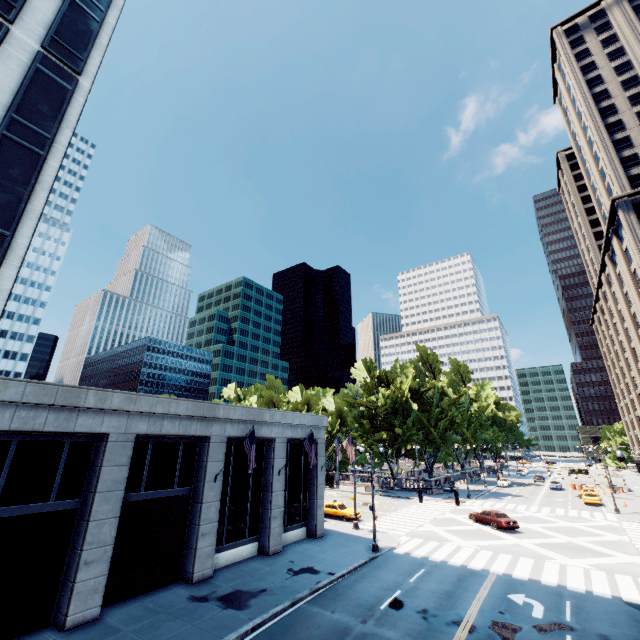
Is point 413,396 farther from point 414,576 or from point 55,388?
point 55,388

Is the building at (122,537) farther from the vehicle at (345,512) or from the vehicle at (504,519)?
the vehicle at (504,519)

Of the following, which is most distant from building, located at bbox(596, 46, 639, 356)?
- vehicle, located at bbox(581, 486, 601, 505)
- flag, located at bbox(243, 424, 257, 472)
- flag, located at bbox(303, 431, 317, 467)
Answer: flag, located at bbox(243, 424, 257, 472)

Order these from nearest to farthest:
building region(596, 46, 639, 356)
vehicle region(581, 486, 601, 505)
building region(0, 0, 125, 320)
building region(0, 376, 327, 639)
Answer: building region(0, 376, 327, 639) < building region(0, 0, 125, 320) < vehicle region(581, 486, 601, 505) < building region(596, 46, 639, 356)

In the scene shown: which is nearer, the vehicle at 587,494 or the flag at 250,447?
the flag at 250,447

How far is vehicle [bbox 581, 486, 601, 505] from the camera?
42.72m

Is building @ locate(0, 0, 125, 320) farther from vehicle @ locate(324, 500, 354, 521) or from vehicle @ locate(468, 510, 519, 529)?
vehicle @ locate(468, 510, 519, 529)

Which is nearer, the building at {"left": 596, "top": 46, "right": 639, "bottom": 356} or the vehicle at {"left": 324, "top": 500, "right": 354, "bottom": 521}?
the vehicle at {"left": 324, "top": 500, "right": 354, "bottom": 521}
